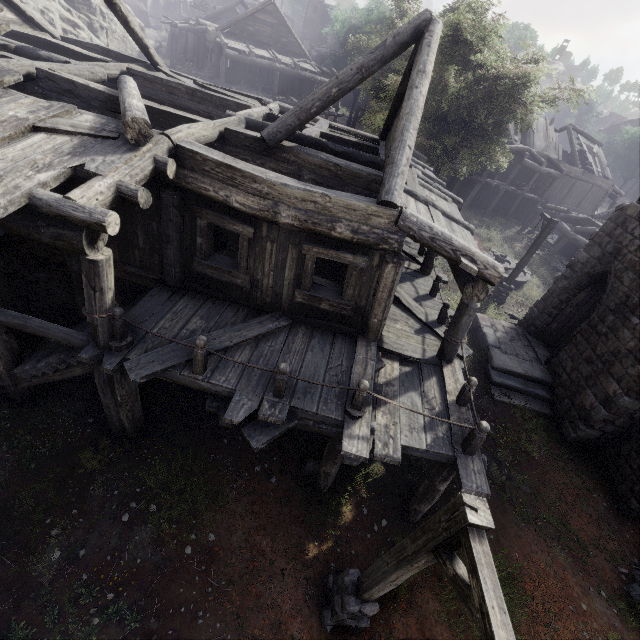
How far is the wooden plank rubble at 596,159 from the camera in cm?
3161

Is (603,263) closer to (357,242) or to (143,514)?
(357,242)

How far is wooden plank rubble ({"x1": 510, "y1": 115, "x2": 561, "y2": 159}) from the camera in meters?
29.0 m

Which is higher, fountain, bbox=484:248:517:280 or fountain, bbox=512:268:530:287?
fountain, bbox=484:248:517:280

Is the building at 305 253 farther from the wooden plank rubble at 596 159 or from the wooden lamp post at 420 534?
the wooden lamp post at 420 534

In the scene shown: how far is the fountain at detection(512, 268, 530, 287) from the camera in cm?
1936

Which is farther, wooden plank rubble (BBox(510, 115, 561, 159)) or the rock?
wooden plank rubble (BBox(510, 115, 561, 159))

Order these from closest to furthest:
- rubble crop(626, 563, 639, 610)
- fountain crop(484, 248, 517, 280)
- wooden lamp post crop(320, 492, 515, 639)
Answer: wooden lamp post crop(320, 492, 515, 639) < rubble crop(626, 563, 639, 610) < fountain crop(484, 248, 517, 280)
